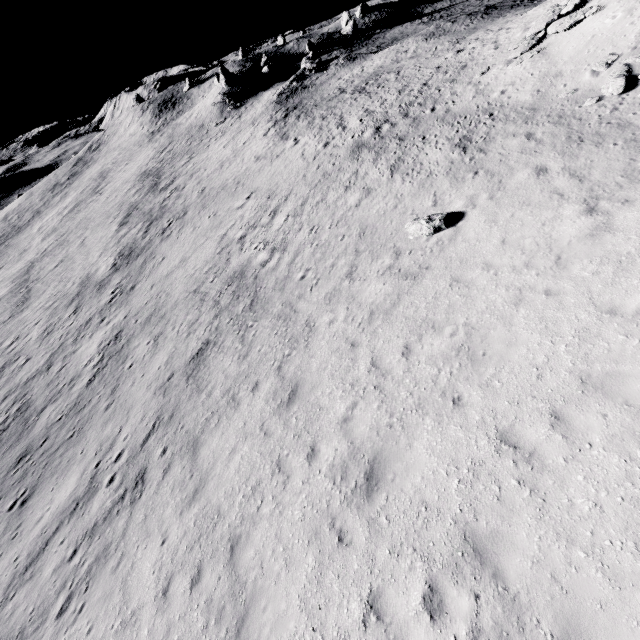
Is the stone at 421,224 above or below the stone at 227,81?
below

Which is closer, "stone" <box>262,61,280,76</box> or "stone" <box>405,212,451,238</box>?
"stone" <box>405,212,451,238</box>

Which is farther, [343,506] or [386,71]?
[386,71]

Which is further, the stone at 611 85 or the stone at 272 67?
the stone at 272 67

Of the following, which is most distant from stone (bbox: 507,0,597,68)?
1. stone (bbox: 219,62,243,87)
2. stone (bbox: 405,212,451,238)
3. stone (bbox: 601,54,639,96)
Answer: stone (bbox: 219,62,243,87)

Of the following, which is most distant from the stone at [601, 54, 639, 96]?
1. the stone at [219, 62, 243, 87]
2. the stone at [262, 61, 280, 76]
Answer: the stone at [262, 61, 280, 76]

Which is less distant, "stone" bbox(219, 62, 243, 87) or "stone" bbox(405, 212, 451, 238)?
"stone" bbox(405, 212, 451, 238)

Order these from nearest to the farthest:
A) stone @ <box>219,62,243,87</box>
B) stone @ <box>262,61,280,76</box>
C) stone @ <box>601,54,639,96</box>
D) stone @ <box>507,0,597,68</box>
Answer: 1. stone @ <box>601,54,639,96</box>
2. stone @ <box>507,0,597,68</box>
3. stone @ <box>219,62,243,87</box>
4. stone @ <box>262,61,280,76</box>
